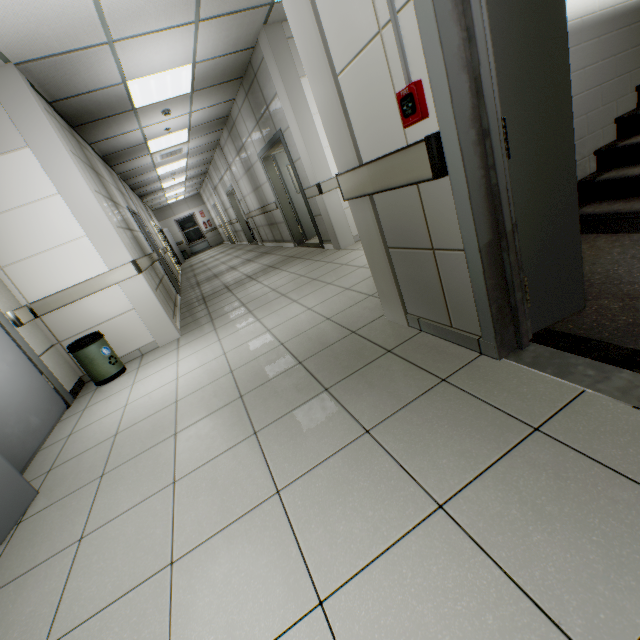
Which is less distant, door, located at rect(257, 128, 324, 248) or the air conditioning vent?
door, located at rect(257, 128, 324, 248)

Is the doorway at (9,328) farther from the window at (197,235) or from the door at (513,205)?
the window at (197,235)

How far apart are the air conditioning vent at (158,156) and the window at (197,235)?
12.2 meters

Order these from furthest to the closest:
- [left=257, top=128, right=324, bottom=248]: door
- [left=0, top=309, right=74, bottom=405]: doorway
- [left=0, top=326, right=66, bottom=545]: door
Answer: [left=257, top=128, right=324, bottom=248]: door < [left=0, top=309, right=74, bottom=405]: doorway < [left=0, top=326, right=66, bottom=545]: door

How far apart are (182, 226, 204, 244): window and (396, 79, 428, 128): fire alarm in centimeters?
2142cm

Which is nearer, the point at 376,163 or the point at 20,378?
the point at 376,163

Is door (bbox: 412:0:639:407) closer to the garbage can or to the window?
the garbage can

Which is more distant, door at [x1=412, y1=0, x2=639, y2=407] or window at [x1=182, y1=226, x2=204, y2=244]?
window at [x1=182, y1=226, x2=204, y2=244]
